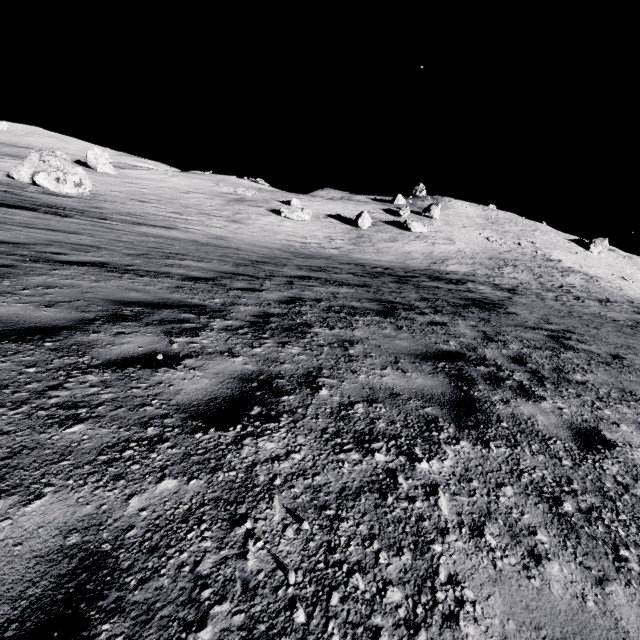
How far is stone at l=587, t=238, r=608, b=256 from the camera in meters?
59.1 m

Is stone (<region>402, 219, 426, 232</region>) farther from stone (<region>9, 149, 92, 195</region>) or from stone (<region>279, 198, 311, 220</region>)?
stone (<region>9, 149, 92, 195</region>)

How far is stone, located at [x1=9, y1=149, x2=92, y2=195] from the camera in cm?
2323

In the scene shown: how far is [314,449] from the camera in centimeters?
207cm

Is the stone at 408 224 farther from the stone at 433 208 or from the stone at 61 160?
the stone at 61 160

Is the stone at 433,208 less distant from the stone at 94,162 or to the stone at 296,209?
the stone at 296,209

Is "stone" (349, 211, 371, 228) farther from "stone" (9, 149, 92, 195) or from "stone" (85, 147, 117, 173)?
"stone" (85, 147, 117, 173)

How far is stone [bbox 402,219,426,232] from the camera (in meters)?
43.00
